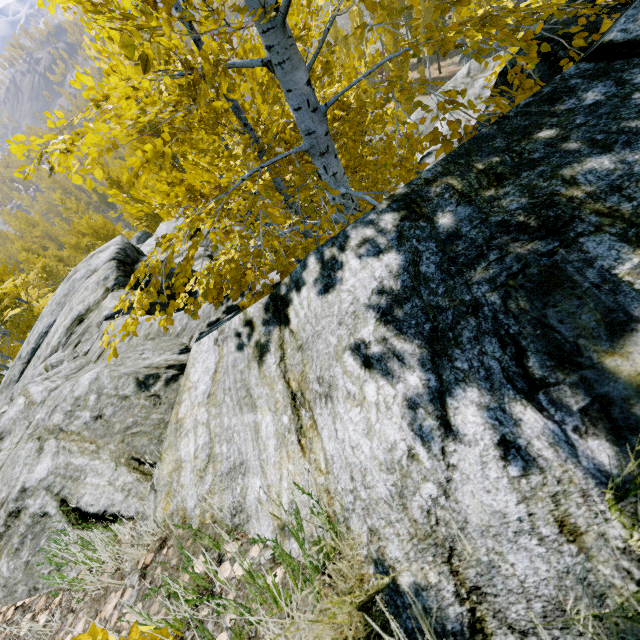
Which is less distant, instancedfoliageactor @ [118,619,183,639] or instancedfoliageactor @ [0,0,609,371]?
instancedfoliageactor @ [118,619,183,639]

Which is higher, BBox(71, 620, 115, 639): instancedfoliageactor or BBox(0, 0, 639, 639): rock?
BBox(71, 620, 115, 639): instancedfoliageactor

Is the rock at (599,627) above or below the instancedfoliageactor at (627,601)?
below

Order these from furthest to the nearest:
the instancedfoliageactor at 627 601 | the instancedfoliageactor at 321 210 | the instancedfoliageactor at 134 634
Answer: the instancedfoliageactor at 321 210 < the instancedfoliageactor at 134 634 < the instancedfoliageactor at 627 601

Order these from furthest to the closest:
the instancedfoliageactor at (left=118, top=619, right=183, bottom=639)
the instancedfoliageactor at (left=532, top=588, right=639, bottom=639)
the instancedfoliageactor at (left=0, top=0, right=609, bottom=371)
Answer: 1. the instancedfoliageactor at (left=0, top=0, right=609, bottom=371)
2. the instancedfoliageactor at (left=118, top=619, right=183, bottom=639)
3. the instancedfoliageactor at (left=532, top=588, right=639, bottom=639)

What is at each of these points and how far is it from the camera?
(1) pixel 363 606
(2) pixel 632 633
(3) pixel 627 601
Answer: (1) instancedfoliageactor, 0.8 meters
(2) rock, 0.6 meters
(3) instancedfoliageactor, 0.6 meters
